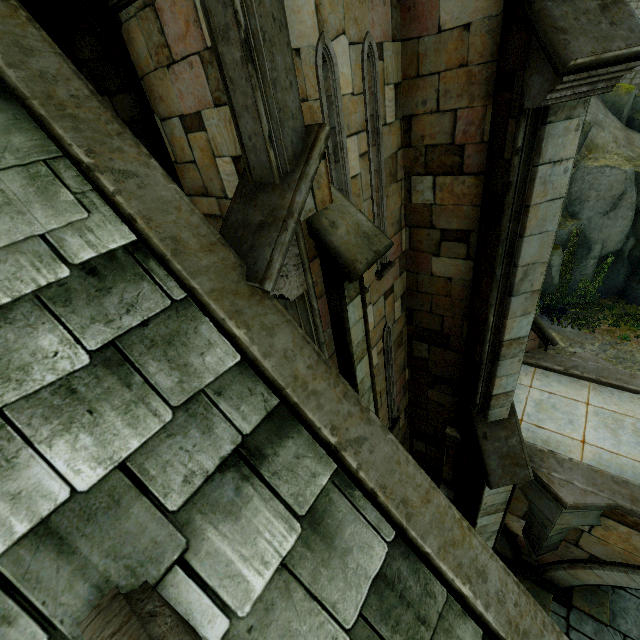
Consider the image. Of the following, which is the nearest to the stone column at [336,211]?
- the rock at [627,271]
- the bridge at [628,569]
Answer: the bridge at [628,569]

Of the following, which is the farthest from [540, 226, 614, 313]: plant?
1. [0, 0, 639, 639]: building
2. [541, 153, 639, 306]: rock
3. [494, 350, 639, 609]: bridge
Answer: [494, 350, 639, 609]: bridge

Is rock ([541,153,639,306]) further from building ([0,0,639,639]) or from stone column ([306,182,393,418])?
stone column ([306,182,393,418])

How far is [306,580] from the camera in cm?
245

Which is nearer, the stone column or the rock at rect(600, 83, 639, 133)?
the stone column

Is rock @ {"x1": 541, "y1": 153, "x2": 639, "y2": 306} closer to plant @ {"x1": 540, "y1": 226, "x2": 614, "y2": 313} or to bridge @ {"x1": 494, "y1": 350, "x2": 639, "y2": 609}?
plant @ {"x1": 540, "y1": 226, "x2": 614, "y2": 313}

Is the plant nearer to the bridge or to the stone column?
the bridge

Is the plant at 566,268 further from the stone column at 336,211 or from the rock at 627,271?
the stone column at 336,211
